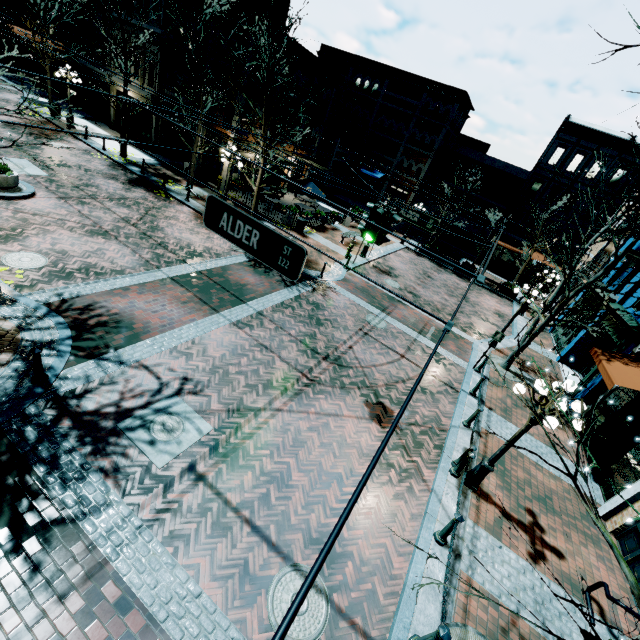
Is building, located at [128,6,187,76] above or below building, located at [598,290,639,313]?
above

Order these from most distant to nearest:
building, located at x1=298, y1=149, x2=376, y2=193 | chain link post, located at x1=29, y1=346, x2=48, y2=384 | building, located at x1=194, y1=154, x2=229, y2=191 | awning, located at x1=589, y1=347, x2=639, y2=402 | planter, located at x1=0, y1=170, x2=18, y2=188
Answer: building, located at x1=298, y1=149, x2=376, y2=193, building, located at x1=194, y1=154, x2=229, y2=191, planter, located at x1=0, y1=170, x2=18, y2=188, awning, located at x1=589, y1=347, x2=639, y2=402, chain link post, located at x1=29, y1=346, x2=48, y2=384

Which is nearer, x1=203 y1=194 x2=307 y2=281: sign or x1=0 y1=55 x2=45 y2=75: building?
x1=203 y1=194 x2=307 y2=281: sign

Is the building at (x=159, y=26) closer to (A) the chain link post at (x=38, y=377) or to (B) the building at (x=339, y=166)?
(B) the building at (x=339, y=166)

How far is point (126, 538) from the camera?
5.06m

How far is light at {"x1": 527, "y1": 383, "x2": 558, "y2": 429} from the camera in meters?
6.2

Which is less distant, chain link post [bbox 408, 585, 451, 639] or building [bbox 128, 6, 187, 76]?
chain link post [bbox 408, 585, 451, 639]

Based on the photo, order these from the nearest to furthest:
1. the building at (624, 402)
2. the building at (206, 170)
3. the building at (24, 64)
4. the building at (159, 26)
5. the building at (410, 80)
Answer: the building at (624, 402)
the building at (159, 26)
the building at (206, 170)
the building at (410, 80)
the building at (24, 64)
